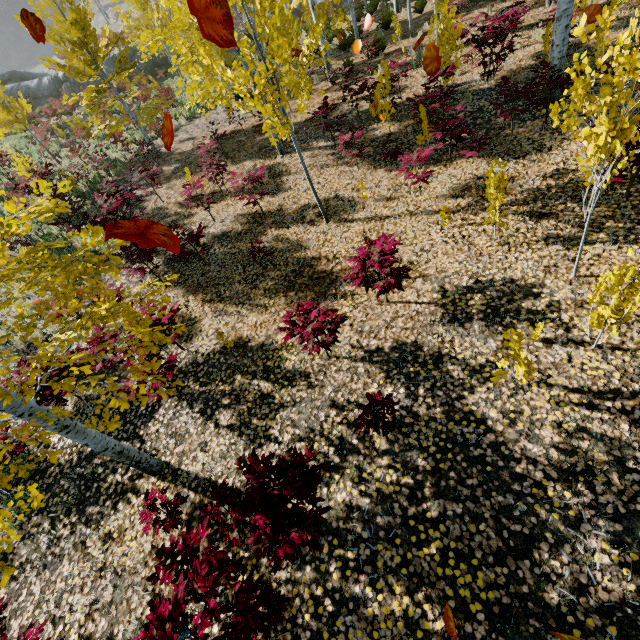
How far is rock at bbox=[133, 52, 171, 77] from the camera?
24.14m

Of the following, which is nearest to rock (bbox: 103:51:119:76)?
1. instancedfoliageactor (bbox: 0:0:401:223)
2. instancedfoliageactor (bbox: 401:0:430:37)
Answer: instancedfoliageactor (bbox: 0:0:401:223)

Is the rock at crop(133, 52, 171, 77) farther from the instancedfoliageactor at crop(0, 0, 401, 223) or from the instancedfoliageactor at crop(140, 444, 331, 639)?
the instancedfoliageactor at crop(140, 444, 331, 639)

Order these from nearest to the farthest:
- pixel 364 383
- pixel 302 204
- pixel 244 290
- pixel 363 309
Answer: pixel 364 383, pixel 363 309, pixel 244 290, pixel 302 204

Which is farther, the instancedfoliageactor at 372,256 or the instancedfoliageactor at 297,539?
the instancedfoliageactor at 372,256

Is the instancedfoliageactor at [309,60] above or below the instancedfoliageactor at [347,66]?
above
